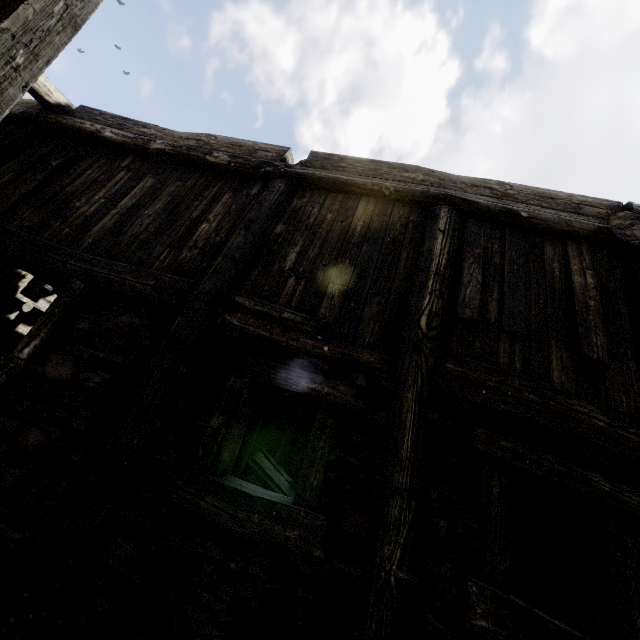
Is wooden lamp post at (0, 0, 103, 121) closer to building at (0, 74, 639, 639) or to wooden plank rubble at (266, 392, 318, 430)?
building at (0, 74, 639, 639)

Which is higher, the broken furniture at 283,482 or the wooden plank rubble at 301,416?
the wooden plank rubble at 301,416

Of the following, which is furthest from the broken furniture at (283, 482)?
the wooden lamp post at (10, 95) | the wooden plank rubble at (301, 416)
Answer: the wooden lamp post at (10, 95)

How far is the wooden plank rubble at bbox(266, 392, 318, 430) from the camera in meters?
8.3

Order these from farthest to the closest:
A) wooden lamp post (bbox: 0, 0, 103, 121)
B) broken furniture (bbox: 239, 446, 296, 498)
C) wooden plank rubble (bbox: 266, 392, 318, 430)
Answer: wooden plank rubble (bbox: 266, 392, 318, 430) < broken furniture (bbox: 239, 446, 296, 498) < wooden lamp post (bbox: 0, 0, 103, 121)

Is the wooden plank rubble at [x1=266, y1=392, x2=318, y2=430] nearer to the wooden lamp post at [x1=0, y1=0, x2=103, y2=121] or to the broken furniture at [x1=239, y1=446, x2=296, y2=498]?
the broken furniture at [x1=239, y1=446, x2=296, y2=498]

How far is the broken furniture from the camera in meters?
6.6

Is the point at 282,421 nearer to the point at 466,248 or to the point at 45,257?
the point at 45,257
